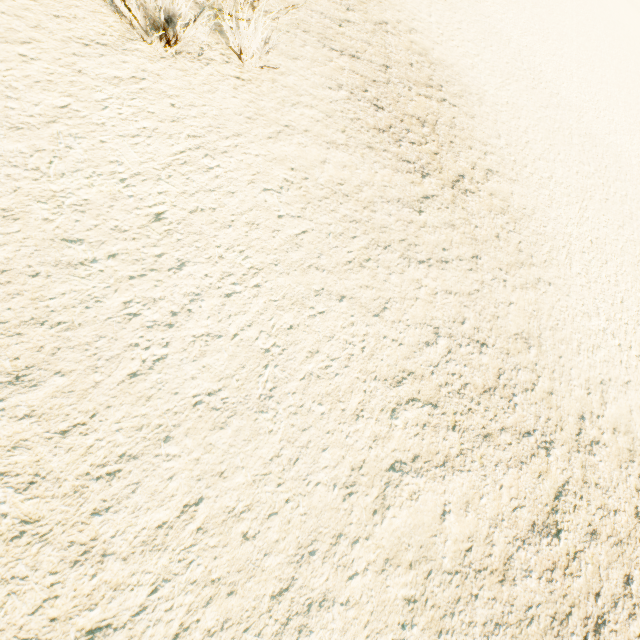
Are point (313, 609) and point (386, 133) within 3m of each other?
no
